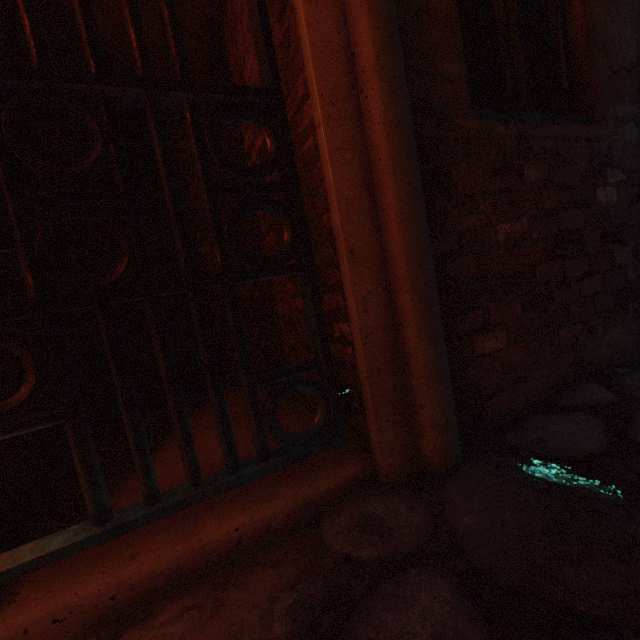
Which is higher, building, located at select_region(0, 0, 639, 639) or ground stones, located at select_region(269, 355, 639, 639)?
building, located at select_region(0, 0, 639, 639)

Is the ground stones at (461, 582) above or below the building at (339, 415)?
below

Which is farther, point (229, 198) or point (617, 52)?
point (229, 198)
